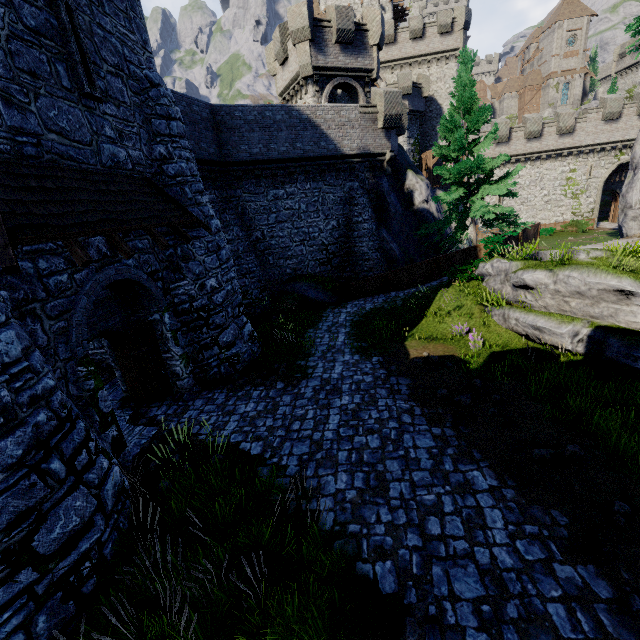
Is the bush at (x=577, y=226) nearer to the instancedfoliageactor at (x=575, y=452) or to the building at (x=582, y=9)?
the instancedfoliageactor at (x=575, y=452)

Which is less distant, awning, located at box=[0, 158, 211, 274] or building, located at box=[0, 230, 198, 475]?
awning, located at box=[0, 158, 211, 274]

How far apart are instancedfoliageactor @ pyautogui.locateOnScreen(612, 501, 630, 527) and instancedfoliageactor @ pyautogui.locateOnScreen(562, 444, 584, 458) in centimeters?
95cm

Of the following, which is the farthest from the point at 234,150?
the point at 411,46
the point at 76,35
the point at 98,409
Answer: the point at 411,46

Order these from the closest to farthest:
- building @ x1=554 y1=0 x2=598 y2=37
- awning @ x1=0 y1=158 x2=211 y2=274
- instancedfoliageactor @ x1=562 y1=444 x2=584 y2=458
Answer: awning @ x1=0 y1=158 x2=211 y2=274, instancedfoliageactor @ x1=562 y1=444 x2=584 y2=458, building @ x1=554 y1=0 x2=598 y2=37

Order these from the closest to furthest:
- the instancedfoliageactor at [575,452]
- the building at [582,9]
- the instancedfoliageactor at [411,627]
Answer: the instancedfoliageactor at [411,627] → the instancedfoliageactor at [575,452] → the building at [582,9]

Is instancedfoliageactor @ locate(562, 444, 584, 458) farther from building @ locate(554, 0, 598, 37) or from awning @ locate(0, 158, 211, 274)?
building @ locate(554, 0, 598, 37)

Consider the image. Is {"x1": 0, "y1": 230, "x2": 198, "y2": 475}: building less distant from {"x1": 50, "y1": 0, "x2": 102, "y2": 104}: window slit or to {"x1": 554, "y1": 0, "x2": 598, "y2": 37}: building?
{"x1": 50, "y1": 0, "x2": 102, "y2": 104}: window slit
